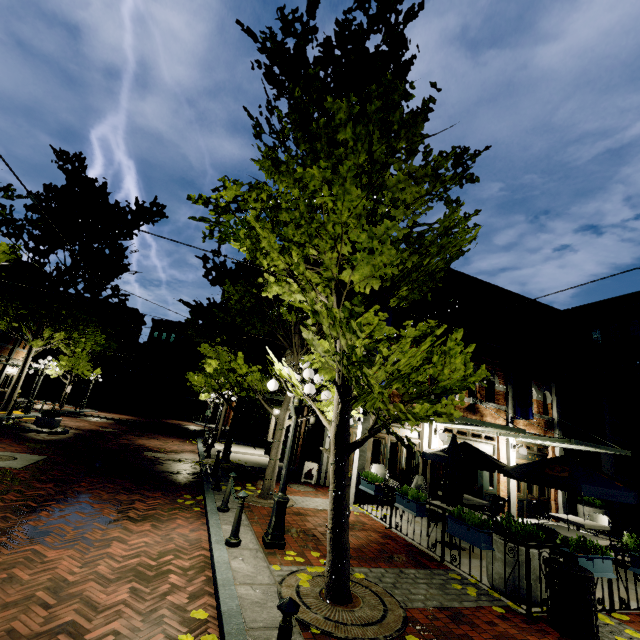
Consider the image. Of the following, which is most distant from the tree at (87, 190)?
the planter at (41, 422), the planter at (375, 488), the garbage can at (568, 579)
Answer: the planter at (41, 422)

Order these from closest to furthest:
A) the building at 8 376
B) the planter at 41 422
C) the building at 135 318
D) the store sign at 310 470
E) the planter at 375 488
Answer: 1. the planter at 375 488
2. the store sign at 310 470
3. the planter at 41 422
4. the building at 8 376
5. the building at 135 318

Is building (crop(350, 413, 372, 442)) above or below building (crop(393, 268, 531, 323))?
below

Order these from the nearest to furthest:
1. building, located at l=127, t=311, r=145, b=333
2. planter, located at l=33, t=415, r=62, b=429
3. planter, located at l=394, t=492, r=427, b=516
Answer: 1. planter, located at l=394, t=492, r=427, b=516
2. planter, located at l=33, t=415, r=62, b=429
3. building, located at l=127, t=311, r=145, b=333

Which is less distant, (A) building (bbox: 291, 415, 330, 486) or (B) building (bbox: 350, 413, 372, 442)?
(B) building (bbox: 350, 413, 372, 442)

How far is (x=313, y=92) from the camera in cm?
537

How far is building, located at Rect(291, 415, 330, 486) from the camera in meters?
13.4
